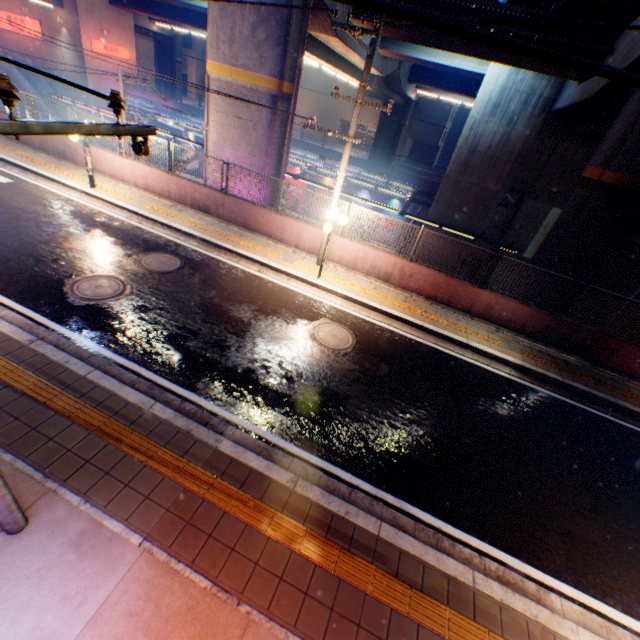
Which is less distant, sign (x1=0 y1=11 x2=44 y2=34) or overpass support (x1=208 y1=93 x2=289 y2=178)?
overpass support (x1=208 y1=93 x2=289 y2=178)

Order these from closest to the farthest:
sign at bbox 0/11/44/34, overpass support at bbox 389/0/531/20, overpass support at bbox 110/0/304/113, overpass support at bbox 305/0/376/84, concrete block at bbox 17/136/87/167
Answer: overpass support at bbox 110/0/304/113, overpass support at bbox 389/0/531/20, overpass support at bbox 305/0/376/84, concrete block at bbox 17/136/87/167, sign at bbox 0/11/44/34

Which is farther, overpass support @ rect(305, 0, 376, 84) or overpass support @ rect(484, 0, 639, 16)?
overpass support @ rect(305, 0, 376, 84)

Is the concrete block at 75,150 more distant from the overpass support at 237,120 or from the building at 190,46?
the building at 190,46

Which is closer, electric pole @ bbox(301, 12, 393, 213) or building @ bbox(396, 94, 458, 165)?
electric pole @ bbox(301, 12, 393, 213)

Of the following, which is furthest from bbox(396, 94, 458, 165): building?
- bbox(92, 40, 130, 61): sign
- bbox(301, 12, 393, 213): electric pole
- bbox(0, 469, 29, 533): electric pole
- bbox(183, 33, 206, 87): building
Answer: bbox(0, 469, 29, 533): electric pole

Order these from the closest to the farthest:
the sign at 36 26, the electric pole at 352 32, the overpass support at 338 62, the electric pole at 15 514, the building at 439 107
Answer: the electric pole at 15 514
the electric pole at 352 32
the overpass support at 338 62
the sign at 36 26
the building at 439 107

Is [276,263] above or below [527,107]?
below
